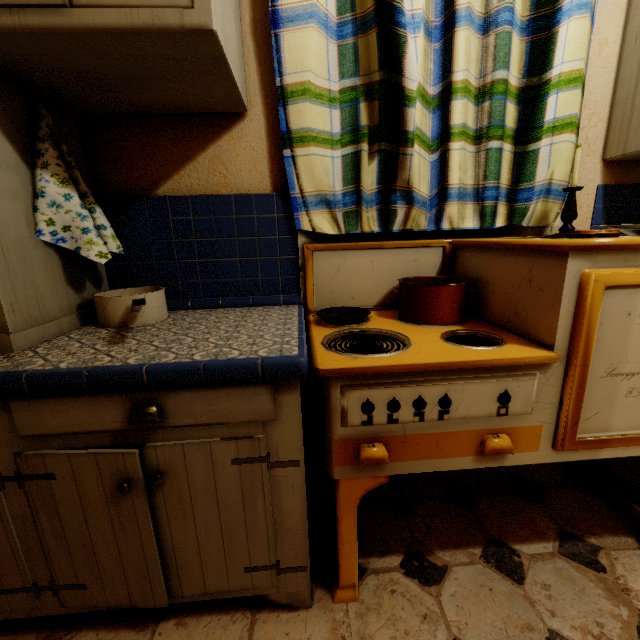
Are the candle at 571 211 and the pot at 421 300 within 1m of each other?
yes

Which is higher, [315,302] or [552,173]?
[552,173]

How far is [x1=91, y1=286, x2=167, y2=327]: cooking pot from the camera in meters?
1.0

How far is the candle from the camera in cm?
114

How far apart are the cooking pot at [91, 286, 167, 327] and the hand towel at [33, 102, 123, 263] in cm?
15

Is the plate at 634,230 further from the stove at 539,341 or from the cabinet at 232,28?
the cabinet at 232,28

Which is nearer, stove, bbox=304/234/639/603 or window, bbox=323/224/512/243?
stove, bbox=304/234/639/603

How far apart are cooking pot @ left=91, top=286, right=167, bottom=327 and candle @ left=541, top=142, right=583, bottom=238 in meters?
1.4 m
